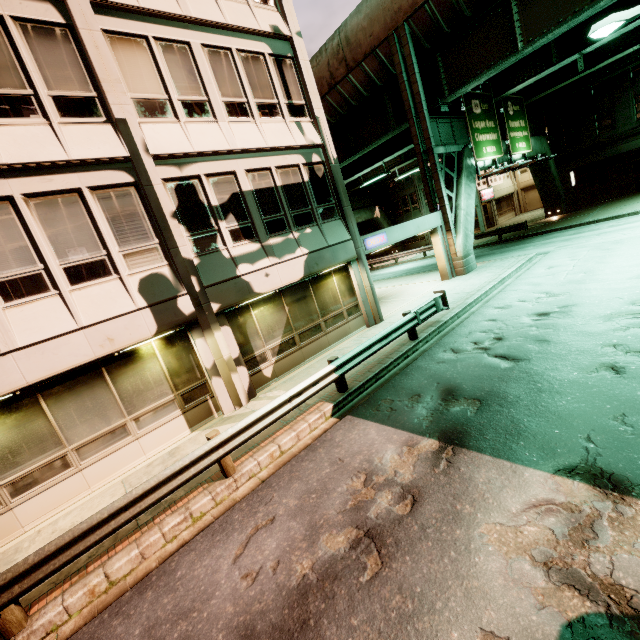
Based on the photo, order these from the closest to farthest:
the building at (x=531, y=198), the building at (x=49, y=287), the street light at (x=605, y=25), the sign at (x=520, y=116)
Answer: the building at (x=49, y=287)
the street light at (x=605, y=25)
the sign at (x=520, y=116)
the building at (x=531, y=198)

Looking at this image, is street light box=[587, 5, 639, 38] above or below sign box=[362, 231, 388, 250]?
above

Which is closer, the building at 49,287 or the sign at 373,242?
the building at 49,287

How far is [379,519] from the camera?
4.7m

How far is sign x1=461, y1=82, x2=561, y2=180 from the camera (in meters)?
17.92

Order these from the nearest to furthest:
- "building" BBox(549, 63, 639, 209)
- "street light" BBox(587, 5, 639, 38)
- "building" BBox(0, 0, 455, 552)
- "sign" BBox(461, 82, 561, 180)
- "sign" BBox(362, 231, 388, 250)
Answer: "building" BBox(0, 0, 455, 552) → "street light" BBox(587, 5, 639, 38) → "sign" BBox(362, 231, 388, 250) → "sign" BBox(461, 82, 561, 180) → "building" BBox(549, 63, 639, 209)

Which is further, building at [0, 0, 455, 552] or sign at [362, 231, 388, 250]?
sign at [362, 231, 388, 250]

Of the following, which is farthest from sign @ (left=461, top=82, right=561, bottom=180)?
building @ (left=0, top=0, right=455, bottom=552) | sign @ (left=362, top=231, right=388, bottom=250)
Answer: sign @ (left=362, top=231, right=388, bottom=250)
